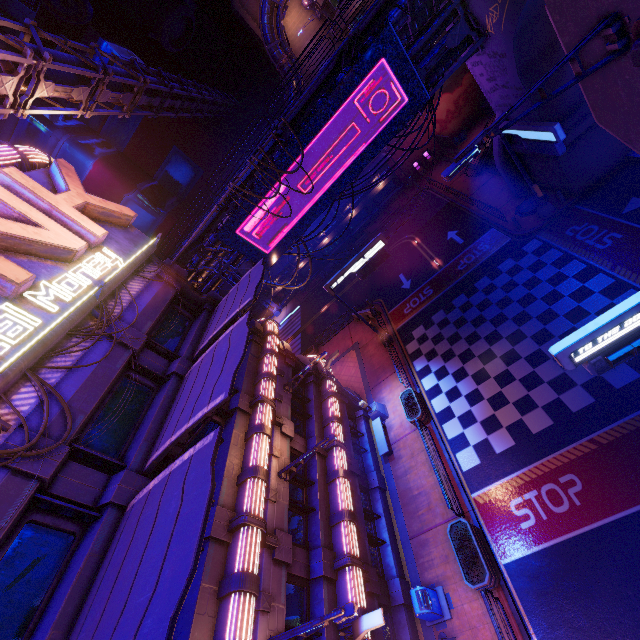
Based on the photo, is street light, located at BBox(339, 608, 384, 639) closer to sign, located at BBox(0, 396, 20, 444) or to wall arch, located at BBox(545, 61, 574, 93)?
sign, located at BBox(0, 396, 20, 444)

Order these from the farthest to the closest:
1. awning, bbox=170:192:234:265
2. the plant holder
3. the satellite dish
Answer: the satellite dish
awning, bbox=170:192:234:265
the plant holder

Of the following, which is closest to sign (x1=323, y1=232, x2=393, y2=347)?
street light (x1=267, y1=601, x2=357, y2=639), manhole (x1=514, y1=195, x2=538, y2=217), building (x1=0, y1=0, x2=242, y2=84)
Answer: manhole (x1=514, y1=195, x2=538, y2=217)

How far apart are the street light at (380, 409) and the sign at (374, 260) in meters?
5.0 m

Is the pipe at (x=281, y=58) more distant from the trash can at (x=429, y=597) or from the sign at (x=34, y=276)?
the trash can at (x=429, y=597)

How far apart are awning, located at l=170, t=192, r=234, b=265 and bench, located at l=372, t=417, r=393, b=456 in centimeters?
1490cm

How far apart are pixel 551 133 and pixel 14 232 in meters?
20.7 m

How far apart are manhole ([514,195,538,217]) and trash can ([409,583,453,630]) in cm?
2241
